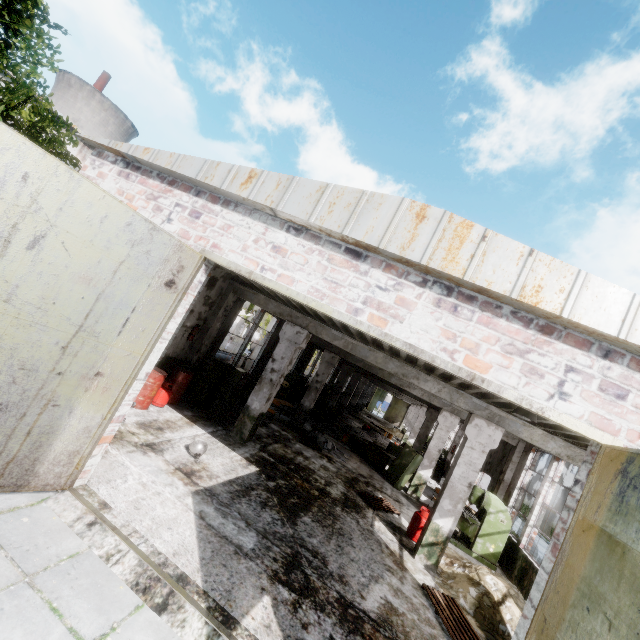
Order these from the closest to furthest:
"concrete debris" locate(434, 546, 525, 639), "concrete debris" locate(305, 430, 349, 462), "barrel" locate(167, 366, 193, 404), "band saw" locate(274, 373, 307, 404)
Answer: "concrete debris" locate(434, 546, 525, 639), "barrel" locate(167, 366, 193, 404), "concrete debris" locate(305, 430, 349, 462), "band saw" locate(274, 373, 307, 404)

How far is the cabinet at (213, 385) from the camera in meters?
10.6

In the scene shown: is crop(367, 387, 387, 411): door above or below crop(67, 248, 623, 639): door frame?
below

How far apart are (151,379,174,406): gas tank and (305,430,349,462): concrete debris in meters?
6.3

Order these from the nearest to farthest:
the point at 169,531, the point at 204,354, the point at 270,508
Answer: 1. the point at 169,531
2. the point at 270,508
3. the point at 204,354

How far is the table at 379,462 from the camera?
15.27m

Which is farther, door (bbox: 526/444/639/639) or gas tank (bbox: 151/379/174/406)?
gas tank (bbox: 151/379/174/406)

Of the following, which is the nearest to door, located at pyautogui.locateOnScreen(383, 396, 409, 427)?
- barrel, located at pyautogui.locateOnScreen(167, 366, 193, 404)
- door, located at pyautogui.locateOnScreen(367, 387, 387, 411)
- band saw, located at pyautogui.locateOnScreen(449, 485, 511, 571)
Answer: door, located at pyautogui.locateOnScreen(367, 387, 387, 411)
